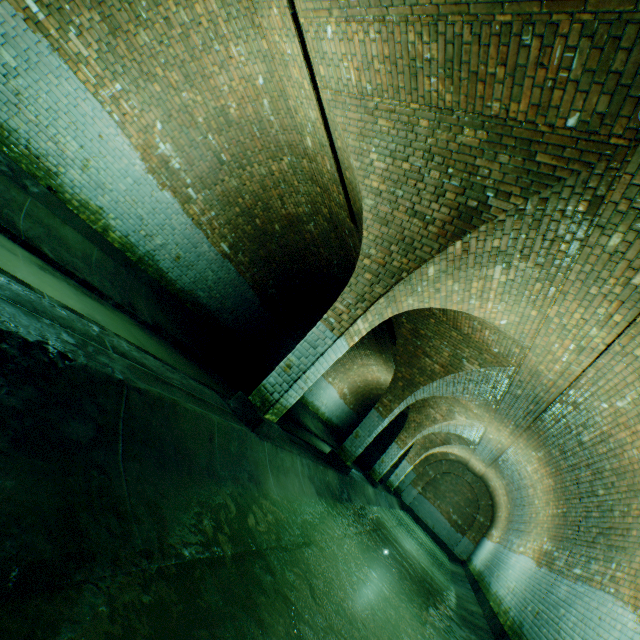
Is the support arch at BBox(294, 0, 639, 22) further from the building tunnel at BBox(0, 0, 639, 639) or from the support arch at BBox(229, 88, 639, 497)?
the support arch at BBox(229, 88, 639, 497)

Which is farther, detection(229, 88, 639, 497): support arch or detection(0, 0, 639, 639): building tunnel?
detection(229, 88, 639, 497): support arch

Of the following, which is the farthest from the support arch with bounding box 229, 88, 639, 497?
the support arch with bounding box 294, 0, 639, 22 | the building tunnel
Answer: the support arch with bounding box 294, 0, 639, 22

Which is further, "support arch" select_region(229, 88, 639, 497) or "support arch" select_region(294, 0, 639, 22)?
"support arch" select_region(229, 88, 639, 497)

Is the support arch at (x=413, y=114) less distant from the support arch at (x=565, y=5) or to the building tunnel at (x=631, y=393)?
the building tunnel at (x=631, y=393)

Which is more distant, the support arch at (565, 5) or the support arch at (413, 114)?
the support arch at (413, 114)

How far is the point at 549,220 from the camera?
3.7m
